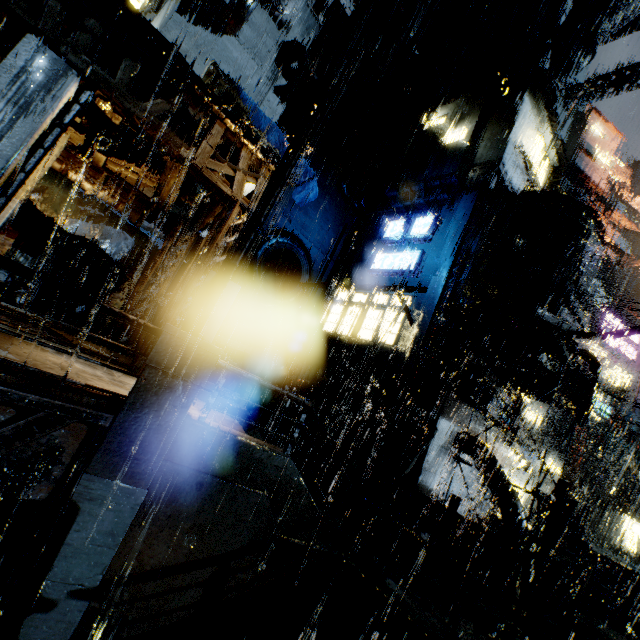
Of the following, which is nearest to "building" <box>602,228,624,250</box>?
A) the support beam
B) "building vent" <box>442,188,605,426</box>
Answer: "building vent" <box>442,188,605,426</box>

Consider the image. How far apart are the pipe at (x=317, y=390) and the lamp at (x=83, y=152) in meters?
11.6

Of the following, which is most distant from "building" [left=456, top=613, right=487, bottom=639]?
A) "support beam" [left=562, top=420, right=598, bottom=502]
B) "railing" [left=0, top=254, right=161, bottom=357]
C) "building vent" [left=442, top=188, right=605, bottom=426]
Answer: "railing" [left=0, top=254, right=161, bottom=357]

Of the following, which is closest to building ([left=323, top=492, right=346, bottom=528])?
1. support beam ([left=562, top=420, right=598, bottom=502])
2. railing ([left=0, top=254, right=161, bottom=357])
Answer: support beam ([left=562, top=420, right=598, bottom=502])

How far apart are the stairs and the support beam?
27.8m

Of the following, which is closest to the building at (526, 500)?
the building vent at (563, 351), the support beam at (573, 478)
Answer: the building vent at (563, 351)

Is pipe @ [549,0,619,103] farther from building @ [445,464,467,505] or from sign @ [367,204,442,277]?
sign @ [367,204,442,277]

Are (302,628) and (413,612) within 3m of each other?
yes
